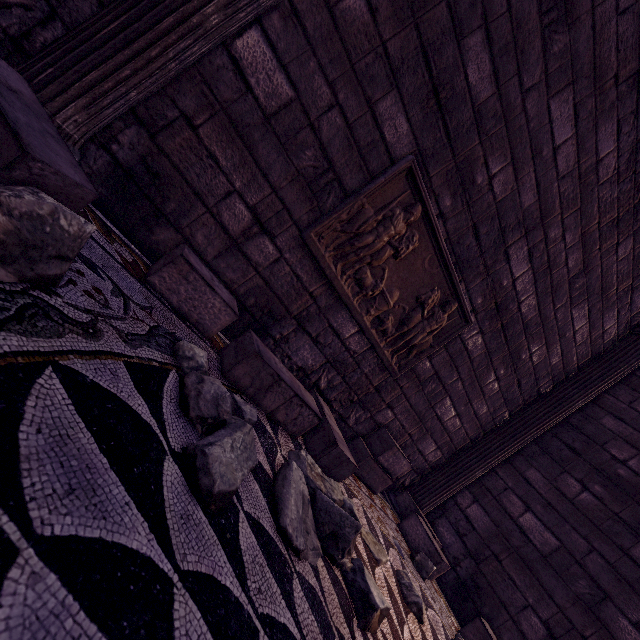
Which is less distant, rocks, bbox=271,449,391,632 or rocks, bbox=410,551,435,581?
rocks, bbox=271,449,391,632

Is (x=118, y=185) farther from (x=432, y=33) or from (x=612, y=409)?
(x=612, y=409)

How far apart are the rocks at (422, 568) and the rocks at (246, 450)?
2.8 meters

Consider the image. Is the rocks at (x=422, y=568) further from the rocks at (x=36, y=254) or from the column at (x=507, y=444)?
the rocks at (x=36, y=254)

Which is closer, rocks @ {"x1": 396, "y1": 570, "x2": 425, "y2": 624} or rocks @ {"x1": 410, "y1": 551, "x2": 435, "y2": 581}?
rocks @ {"x1": 396, "y1": 570, "x2": 425, "y2": 624}

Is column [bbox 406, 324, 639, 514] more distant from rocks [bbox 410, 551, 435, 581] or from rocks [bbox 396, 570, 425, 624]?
rocks [bbox 396, 570, 425, 624]

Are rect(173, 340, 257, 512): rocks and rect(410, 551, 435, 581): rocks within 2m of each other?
no

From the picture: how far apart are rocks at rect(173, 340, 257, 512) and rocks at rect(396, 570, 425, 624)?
1.37m
